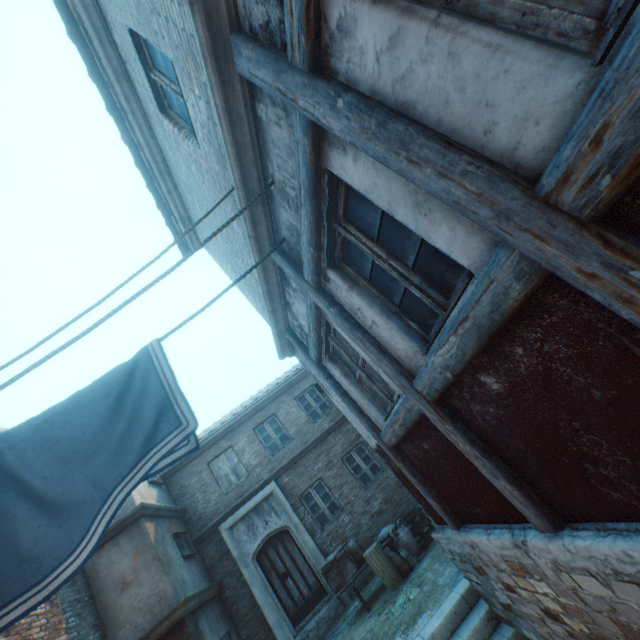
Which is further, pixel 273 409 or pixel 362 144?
pixel 273 409

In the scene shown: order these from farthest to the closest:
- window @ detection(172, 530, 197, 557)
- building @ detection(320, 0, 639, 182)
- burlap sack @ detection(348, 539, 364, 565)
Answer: window @ detection(172, 530, 197, 557)
burlap sack @ detection(348, 539, 364, 565)
building @ detection(320, 0, 639, 182)

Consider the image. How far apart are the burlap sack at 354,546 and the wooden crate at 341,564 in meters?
0.1 m

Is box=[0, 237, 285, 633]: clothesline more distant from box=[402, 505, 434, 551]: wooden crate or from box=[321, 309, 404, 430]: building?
box=[402, 505, 434, 551]: wooden crate

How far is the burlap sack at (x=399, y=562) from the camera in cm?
763

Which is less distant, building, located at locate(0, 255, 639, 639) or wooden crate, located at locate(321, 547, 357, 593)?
building, located at locate(0, 255, 639, 639)

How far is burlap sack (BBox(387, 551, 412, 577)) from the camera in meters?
7.6

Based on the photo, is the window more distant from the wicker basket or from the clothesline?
the clothesline
